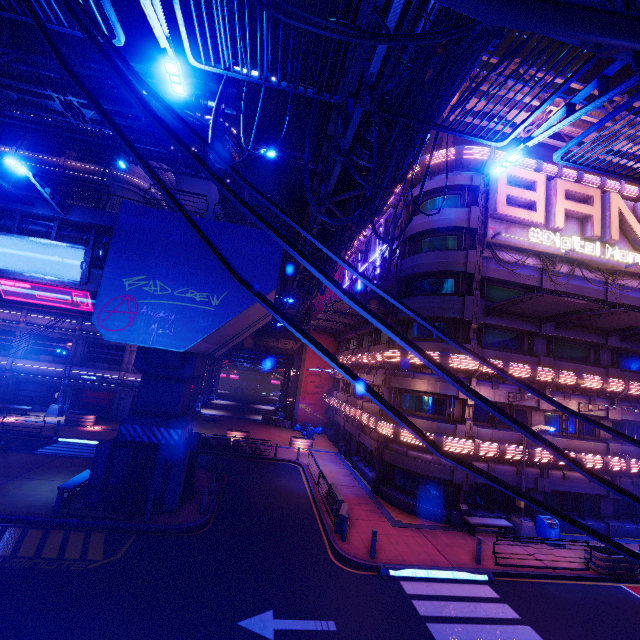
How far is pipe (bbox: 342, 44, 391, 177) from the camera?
7.20m

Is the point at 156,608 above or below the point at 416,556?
below

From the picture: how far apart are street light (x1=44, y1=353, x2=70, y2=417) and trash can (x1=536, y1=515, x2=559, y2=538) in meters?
37.7

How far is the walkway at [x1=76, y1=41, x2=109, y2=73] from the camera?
44.25m

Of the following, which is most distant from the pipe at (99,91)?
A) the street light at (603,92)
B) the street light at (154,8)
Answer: the street light at (154,8)

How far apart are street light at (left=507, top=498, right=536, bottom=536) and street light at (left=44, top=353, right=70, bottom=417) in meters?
36.4

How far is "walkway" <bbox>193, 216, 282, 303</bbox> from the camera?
14.64m

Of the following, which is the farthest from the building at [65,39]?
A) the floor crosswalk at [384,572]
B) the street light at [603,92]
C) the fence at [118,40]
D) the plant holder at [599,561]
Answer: the plant holder at [599,561]
